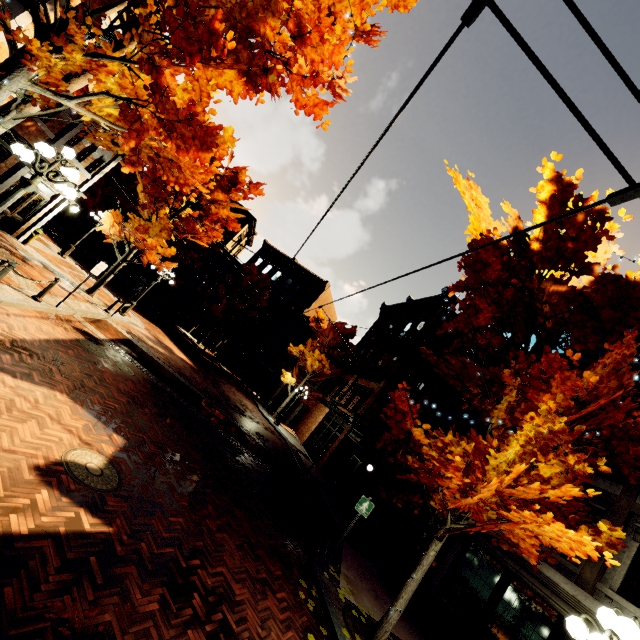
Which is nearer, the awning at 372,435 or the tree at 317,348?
the awning at 372,435

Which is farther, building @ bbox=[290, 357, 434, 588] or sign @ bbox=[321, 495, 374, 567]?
building @ bbox=[290, 357, 434, 588]

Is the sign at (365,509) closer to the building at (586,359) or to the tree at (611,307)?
the tree at (611,307)

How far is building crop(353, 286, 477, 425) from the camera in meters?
16.9 m

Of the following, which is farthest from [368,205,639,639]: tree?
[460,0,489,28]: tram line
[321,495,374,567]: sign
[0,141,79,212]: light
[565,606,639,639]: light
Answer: [460,0,489,28]: tram line

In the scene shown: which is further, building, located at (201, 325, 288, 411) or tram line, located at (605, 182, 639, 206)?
building, located at (201, 325, 288, 411)

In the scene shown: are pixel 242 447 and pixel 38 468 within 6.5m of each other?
no

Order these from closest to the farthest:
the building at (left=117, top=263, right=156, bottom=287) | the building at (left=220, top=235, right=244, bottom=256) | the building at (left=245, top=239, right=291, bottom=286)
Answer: the building at (left=117, top=263, right=156, bottom=287)
the building at (left=220, top=235, right=244, bottom=256)
the building at (left=245, top=239, right=291, bottom=286)
